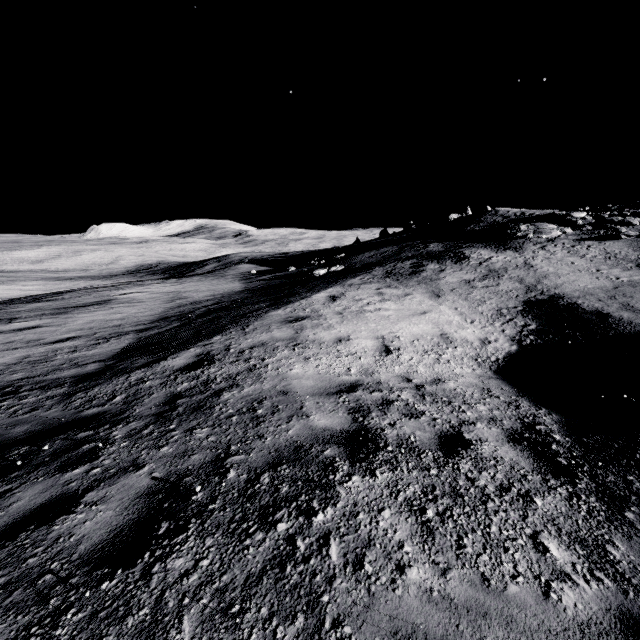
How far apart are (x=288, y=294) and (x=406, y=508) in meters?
11.1
